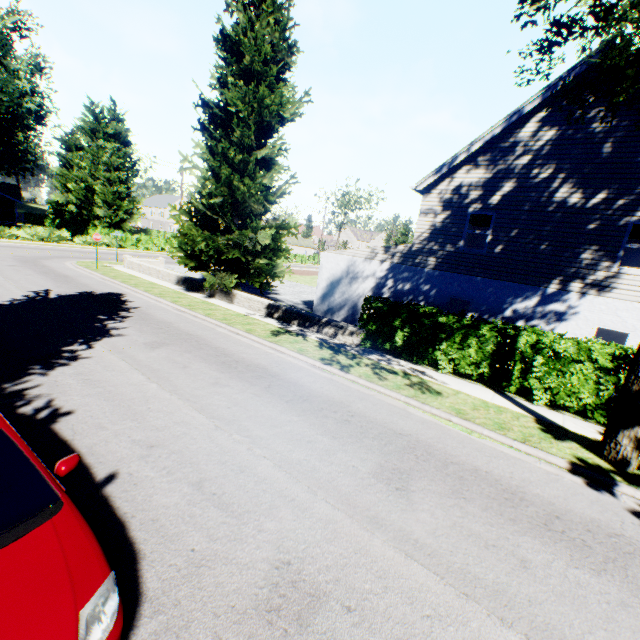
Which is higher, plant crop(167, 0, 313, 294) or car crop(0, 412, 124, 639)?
plant crop(167, 0, 313, 294)

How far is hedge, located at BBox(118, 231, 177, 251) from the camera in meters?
38.1 m

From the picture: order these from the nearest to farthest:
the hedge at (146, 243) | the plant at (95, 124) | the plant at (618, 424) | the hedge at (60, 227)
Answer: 1. the plant at (618, 424)
2. the hedge at (60, 227)
3. the hedge at (146, 243)
4. the plant at (95, 124)

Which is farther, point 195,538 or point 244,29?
point 244,29

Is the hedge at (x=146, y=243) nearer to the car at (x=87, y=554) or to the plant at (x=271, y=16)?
the plant at (x=271, y=16)

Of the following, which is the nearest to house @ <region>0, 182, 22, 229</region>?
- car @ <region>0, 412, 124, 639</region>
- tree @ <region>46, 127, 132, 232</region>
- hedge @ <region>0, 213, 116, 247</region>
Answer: tree @ <region>46, 127, 132, 232</region>

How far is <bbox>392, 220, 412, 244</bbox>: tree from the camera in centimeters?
5757cm
